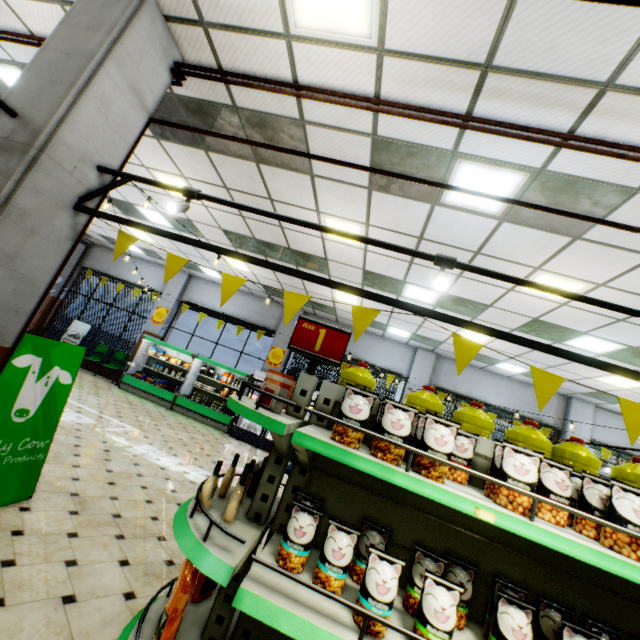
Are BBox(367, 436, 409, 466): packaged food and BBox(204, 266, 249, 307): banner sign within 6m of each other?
yes

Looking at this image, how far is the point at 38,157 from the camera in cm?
255

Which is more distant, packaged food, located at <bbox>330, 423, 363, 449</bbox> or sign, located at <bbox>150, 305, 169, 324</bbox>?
sign, located at <bbox>150, 305, 169, 324</bbox>

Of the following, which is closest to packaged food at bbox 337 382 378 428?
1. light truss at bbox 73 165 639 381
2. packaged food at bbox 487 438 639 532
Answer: packaged food at bbox 487 438 639 532

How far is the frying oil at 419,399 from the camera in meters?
2.1 m

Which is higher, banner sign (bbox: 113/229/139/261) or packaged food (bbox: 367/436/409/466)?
banner sign (bbox: 113/229/139/261)

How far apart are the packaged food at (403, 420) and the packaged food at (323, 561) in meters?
0.4

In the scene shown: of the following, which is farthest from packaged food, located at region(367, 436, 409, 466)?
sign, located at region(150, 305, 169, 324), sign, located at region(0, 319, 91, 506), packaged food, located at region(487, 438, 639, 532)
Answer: sign, located at region(150, 305, 169, 324)
